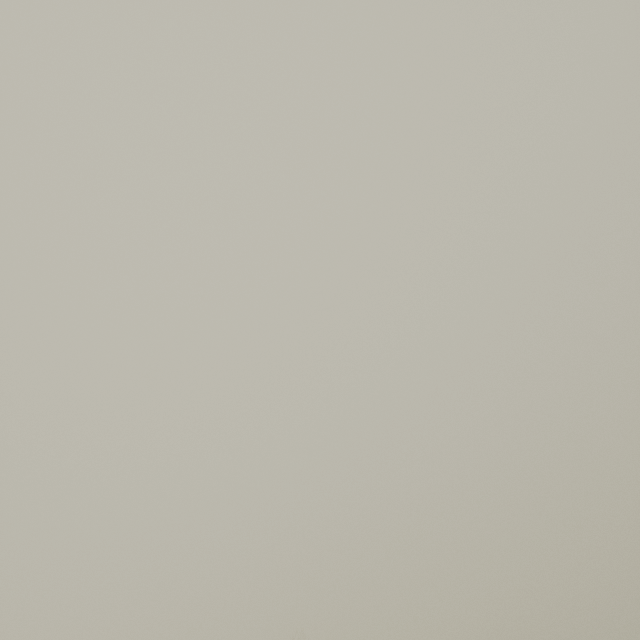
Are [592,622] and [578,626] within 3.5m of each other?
yes
